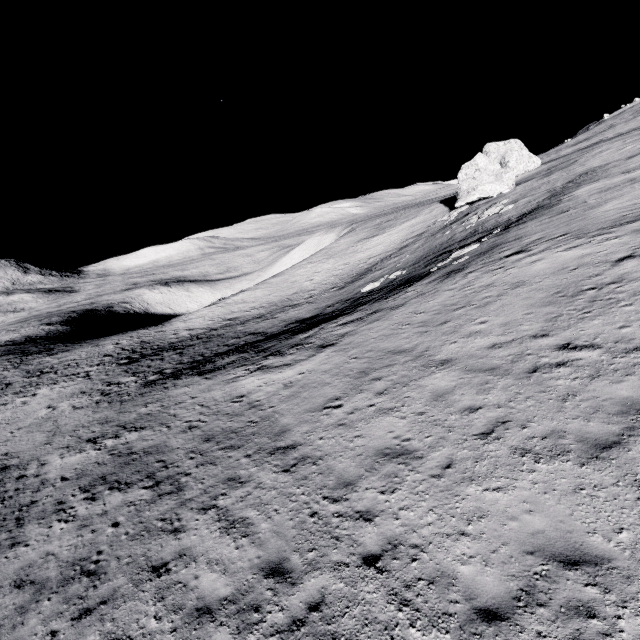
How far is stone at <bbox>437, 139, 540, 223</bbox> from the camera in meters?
40.3 m

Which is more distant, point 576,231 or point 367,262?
point 367,262

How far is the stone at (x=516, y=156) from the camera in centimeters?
4034cm
